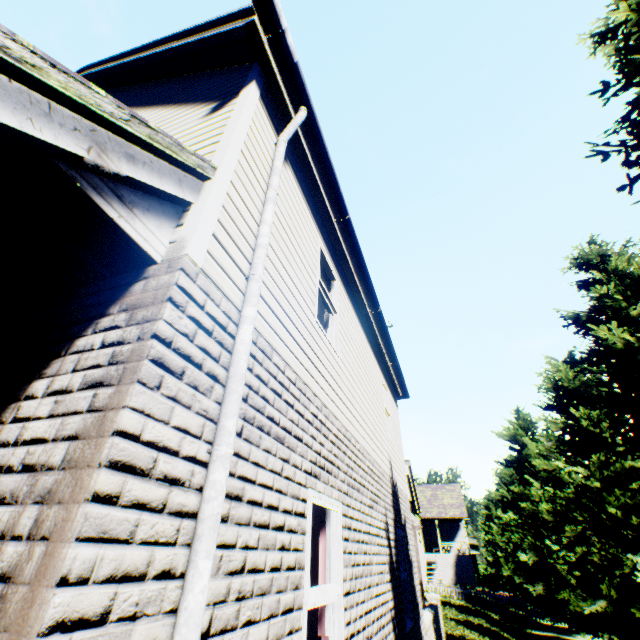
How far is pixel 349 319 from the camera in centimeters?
614cm

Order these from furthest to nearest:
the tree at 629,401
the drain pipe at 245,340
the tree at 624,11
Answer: the tree at 629,401
the tree at 624,11
the drain pipe at 245,340

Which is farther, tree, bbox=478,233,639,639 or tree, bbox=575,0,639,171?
tree, bbox=478,233,639,639

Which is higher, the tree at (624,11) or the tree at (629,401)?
the tree at (624,11)

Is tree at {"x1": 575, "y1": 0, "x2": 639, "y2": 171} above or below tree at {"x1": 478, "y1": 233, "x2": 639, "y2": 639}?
above

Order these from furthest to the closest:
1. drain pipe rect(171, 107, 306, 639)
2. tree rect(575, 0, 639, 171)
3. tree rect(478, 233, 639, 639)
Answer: tree rect(478, 233, 639, 639), tree rect(575, 0, 639, 171), drain pipe rect(171, 107, 306, 639)

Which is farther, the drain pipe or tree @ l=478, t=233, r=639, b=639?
tree @ l=478, t=233, r=639, b=639
